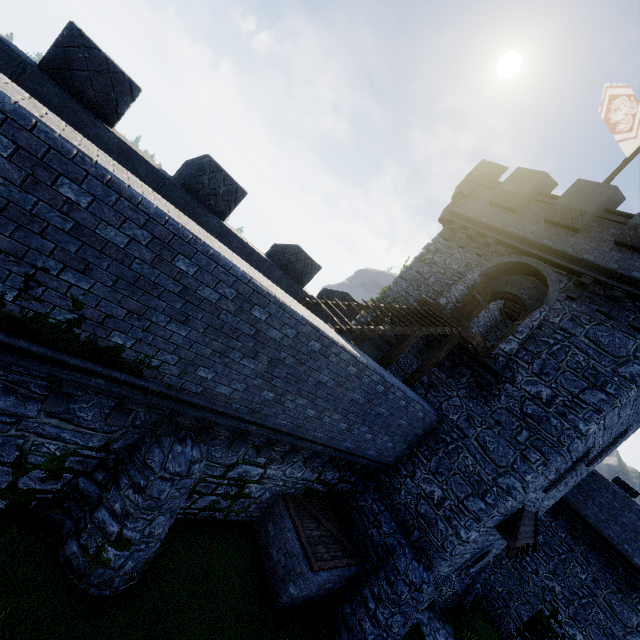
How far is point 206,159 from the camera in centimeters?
783cm

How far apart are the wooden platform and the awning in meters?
5.2 m

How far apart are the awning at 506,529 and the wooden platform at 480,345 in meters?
5.2

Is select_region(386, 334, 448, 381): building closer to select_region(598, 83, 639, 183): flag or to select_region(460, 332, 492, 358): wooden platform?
select_region(460, 332, 492, 358): wooden platform

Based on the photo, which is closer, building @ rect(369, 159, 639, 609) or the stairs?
the stairs

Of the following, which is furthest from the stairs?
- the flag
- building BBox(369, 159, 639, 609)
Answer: the flag

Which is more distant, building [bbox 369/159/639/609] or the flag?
the flag

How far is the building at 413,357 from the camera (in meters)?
13.44
